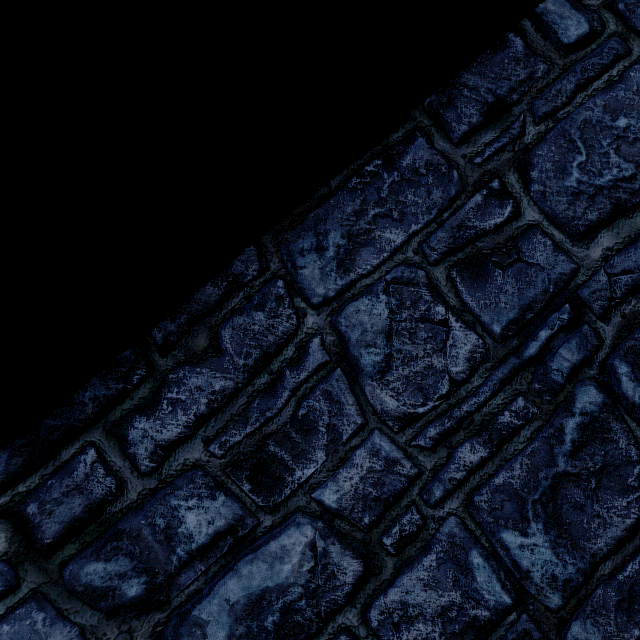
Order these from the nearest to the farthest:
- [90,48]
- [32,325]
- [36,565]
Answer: [90,48]
[32,325]
[36,565]
